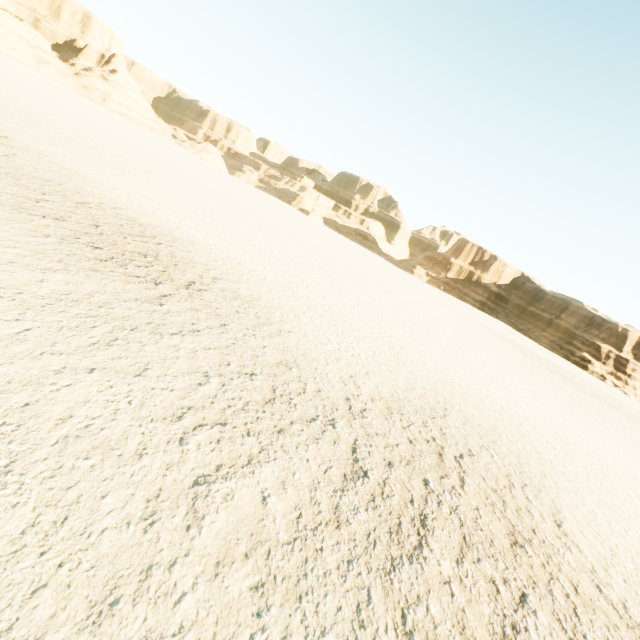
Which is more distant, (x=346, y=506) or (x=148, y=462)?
(x=346, y=506)
